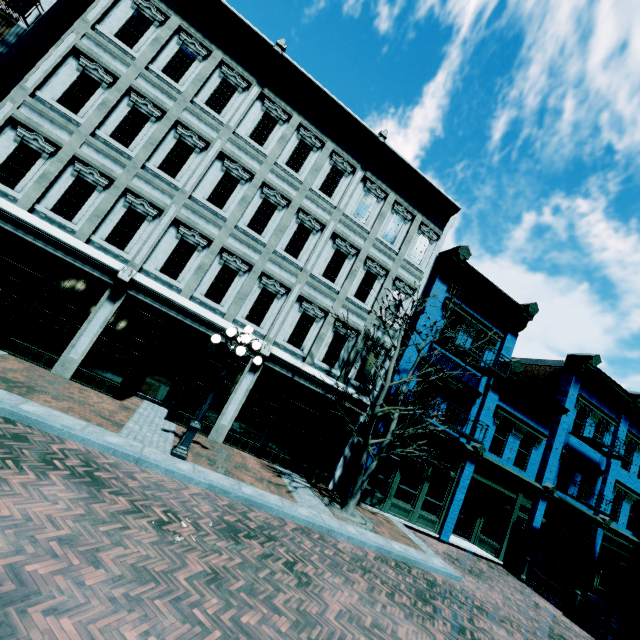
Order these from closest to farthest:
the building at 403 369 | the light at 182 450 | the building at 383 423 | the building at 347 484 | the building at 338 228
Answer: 1. the light at 182 450
2. the building at 338 228
3. the building at 347 484
4. the building at 383 423
5. the building at 403 369

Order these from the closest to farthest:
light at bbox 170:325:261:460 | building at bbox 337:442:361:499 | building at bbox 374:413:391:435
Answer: light at bbox 170:325:261:460
building at bbox 337:442:361:499
building at bbox 374:413:391:435

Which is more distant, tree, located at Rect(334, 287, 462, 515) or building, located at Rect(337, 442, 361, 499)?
building, located at Rect(337, 442, 361, 499)

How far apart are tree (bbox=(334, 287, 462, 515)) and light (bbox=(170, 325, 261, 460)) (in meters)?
3.86

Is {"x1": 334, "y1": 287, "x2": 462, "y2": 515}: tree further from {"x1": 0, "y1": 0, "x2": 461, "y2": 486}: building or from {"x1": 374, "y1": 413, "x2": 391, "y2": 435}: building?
{"x1": 0, "y1": 0, "x2": 461, "y2": 486}: building

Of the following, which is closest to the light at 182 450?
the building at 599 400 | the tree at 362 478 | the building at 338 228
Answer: the building at 338 228

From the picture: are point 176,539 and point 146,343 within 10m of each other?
yes

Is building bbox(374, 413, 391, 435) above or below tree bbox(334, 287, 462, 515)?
above
